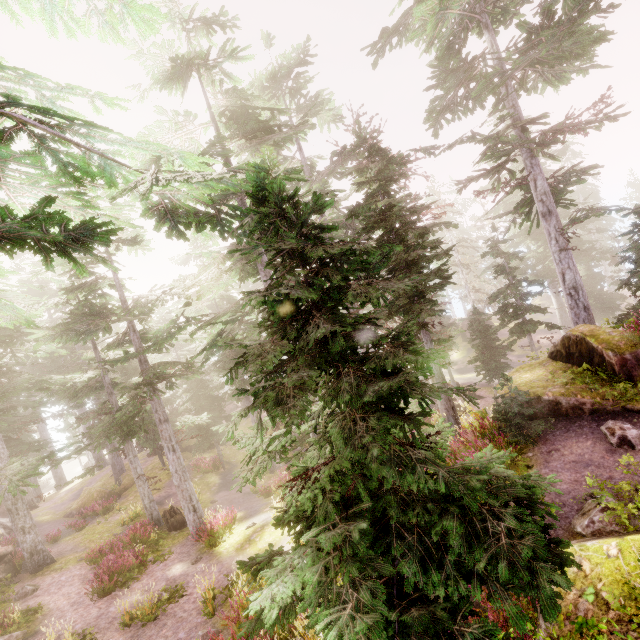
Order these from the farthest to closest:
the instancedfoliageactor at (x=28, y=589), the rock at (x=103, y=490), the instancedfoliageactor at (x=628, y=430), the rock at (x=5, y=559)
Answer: the rock at (x=103, y=490)
the rock at (x=5, y=559)
the instancedfoliageactor at (x=28, y=589)
the instancedfoliageactor at (x=628, y=430)

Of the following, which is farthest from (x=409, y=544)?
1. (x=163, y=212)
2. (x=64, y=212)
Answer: (x=163, y=212)

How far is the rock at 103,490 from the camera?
25.55m

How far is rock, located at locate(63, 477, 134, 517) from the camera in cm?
2555

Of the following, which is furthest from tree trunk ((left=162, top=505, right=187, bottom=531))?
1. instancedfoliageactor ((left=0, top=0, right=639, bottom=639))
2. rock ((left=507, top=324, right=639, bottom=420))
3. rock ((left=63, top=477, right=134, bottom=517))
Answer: rock ((left=507, top=324, right=639, bottom=420))

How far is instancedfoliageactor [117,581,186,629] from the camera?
10.9 meters

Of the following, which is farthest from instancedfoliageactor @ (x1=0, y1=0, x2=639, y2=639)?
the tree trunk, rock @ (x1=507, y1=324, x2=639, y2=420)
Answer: the tree trunk
